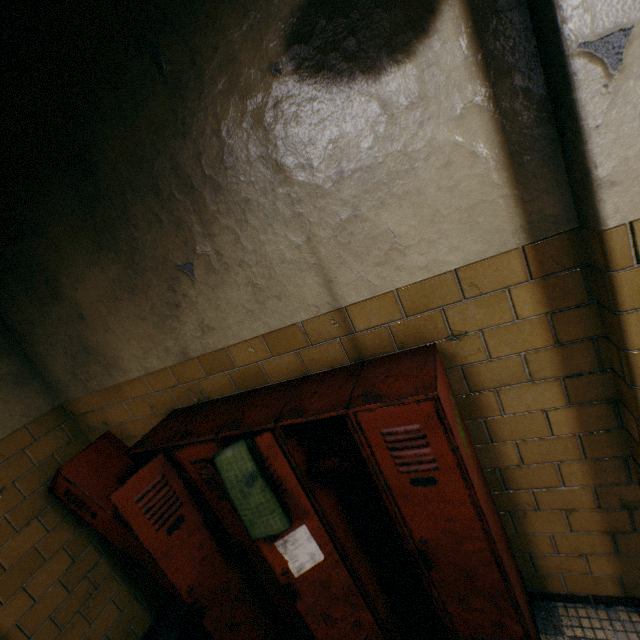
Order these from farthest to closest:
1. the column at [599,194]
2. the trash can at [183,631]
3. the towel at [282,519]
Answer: the trash can at [183,631]
the towel at [282,519]
the column at [599,194]

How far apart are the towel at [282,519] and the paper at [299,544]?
0.10m

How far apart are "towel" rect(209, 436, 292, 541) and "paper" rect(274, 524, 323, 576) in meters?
0.1 m

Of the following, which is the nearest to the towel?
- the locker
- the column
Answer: the locker

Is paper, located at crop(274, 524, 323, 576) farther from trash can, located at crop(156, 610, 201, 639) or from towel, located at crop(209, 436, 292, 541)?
trash can, located at crop(156, 610, 201, 639)

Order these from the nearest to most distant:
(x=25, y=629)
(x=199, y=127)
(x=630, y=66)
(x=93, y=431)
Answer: (x=630, y=66)
(x=199, y=127)
(x=25, y=629)
(x=93, y=431)

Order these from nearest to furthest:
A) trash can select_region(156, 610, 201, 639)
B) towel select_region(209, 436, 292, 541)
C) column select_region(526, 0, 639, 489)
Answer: column select_region(526, 0, 639, 489) → towel select_region(209, 436, 292, 541) → trash can select_region(156, 610, 201, 639)

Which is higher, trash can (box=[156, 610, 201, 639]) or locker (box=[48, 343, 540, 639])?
locker (box=[48, 343, 540, 639])
